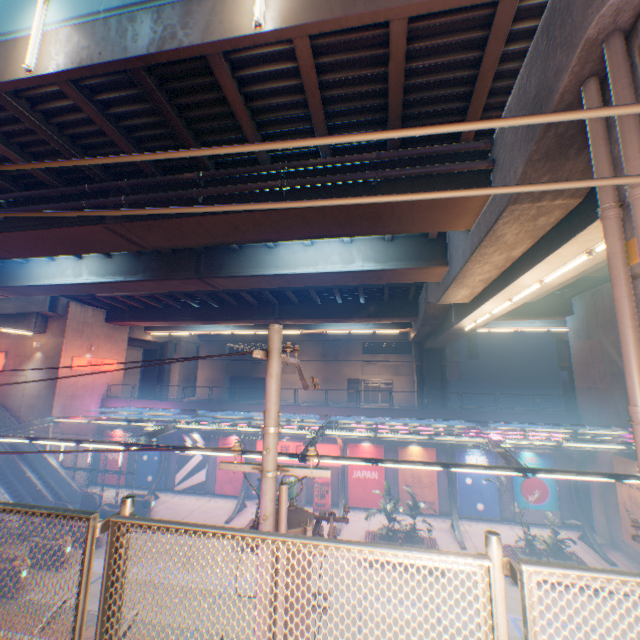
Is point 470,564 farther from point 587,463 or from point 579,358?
point 587,463

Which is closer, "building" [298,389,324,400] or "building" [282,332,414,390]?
"building" [282,332,414,390]

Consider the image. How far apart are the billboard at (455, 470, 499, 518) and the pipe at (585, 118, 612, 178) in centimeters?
2021cm

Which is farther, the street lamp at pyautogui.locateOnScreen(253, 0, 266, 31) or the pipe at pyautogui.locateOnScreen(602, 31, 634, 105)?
the street lamp at pyautogui.locateOnScreen(253, 0, 266, 31)

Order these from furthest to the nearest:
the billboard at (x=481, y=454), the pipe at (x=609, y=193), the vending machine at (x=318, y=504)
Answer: the vending machine at (x=318, y=504) → the billboard at (x=481, y=454) → the pipe at (x=609, y=193)

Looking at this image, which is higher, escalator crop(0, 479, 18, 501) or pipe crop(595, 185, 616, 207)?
pipe crop(595, 185, 616, 207)

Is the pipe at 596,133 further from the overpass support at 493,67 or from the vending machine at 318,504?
the vending machine at 318,504

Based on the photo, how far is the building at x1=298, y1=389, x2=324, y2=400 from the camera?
45.47m
